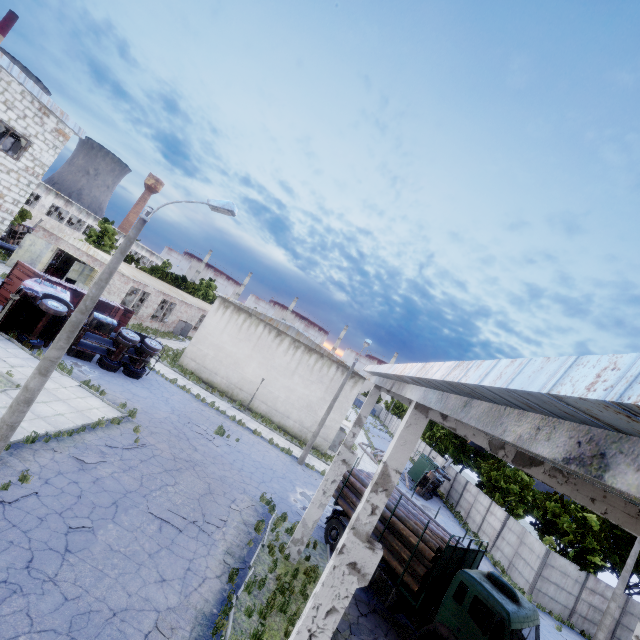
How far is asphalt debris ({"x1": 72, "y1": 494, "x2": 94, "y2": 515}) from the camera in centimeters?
961cm

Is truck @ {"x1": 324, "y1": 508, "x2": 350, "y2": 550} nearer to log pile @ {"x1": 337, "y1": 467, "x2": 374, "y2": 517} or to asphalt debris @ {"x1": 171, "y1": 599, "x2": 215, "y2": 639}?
log pile @ {"x1": 337, "y1": 467, "x2": 374, "y2": 517}

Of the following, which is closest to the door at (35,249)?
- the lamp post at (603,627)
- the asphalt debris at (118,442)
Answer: the asphalt debris at (118,442)

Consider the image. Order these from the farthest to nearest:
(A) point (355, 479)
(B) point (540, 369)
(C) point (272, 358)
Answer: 1. (C) point (272, 358)
2. (A) point (355, 479)
3. (B) point (540, 369)

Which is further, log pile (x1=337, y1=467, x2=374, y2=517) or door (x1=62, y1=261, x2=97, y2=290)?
door (x1=62, y1=261, x2=97, y2=290)

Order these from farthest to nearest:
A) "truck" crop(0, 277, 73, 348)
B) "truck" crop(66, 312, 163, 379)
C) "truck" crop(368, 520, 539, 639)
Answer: "truck" crop(66, 312, 163, 379)
"truck" crop(0, 277, 73, 348)
"truck" crop(368, 520, 539, 639)

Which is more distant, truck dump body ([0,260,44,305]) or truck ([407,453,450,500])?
truck ([407,453,450,500])

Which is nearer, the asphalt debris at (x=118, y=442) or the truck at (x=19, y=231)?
the asphalt debris at (x=118, y=442)
